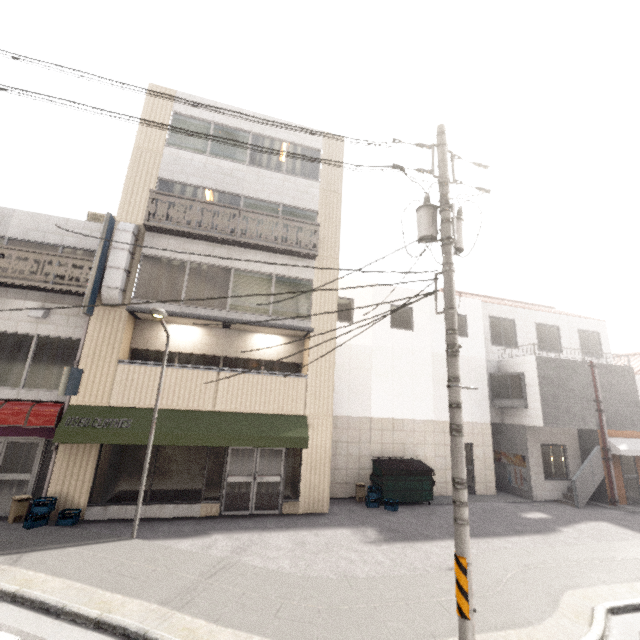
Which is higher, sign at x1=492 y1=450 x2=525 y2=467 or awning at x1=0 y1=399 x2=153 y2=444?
awning at x1=0 y1=399 x2=153 y2=444

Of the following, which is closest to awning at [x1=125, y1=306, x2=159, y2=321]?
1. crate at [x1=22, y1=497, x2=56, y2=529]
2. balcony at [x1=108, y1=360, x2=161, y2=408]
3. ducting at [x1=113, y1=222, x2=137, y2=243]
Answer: ducting at [x1=113, y1=222, x2=137, y2=243]

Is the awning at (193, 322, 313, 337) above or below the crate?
above

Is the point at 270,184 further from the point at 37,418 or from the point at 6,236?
the point at 37,418

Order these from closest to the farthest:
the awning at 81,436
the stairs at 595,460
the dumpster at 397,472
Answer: the awning at 81,436 → the dumpster at 397,472 → the stairs at 595,460

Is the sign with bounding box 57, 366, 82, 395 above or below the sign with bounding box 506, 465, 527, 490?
above

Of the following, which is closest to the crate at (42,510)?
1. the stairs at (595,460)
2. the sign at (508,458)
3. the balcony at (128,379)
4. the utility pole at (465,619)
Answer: the balcony at (128,379)

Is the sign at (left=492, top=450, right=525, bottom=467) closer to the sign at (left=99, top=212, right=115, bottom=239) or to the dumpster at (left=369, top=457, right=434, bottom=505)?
the dumpster at (left=369, top=457, right=434, bottom=505)
